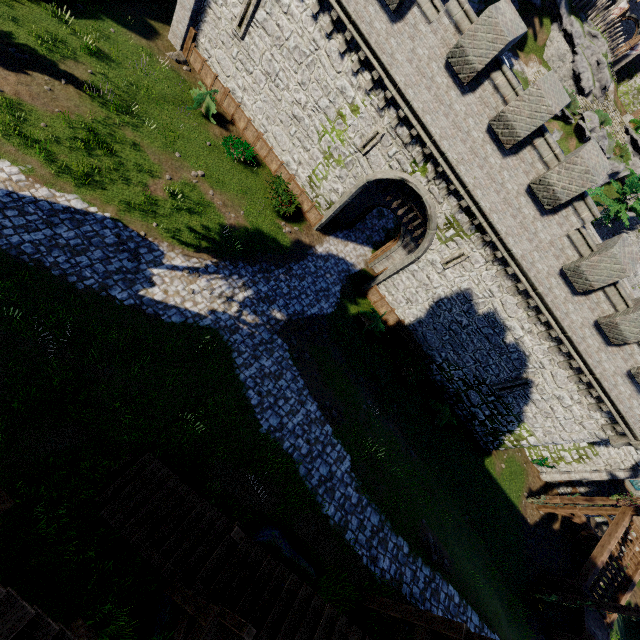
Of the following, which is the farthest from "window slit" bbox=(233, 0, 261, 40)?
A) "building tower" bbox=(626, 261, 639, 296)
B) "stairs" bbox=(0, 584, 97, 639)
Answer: "building tower" bbox=(626, 261, 639, 296)

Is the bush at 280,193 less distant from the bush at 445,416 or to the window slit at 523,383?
Answer: the bush at 445,416

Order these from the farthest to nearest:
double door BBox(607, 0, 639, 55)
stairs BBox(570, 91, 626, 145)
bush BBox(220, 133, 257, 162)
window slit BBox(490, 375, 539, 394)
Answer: double door BBox(607, 0, 639, 55)
stairs BBox(570, 91, 626, 145)
window slit BBox(490, 375, 539, 394)
bush BBox(220, 133, 257, 162)

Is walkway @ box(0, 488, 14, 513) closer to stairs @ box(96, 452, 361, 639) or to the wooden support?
stairs @ box(96, 452, 361, 639)

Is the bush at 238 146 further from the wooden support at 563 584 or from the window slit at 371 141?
the wooden support at 563 584

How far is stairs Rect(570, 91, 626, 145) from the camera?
35.5m

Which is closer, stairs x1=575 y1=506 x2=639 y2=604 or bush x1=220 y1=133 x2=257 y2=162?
bush x1=220 y1=133 x2=257 y2=162

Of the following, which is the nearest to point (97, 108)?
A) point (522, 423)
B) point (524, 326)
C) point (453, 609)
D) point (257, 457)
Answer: point (257, 457)
